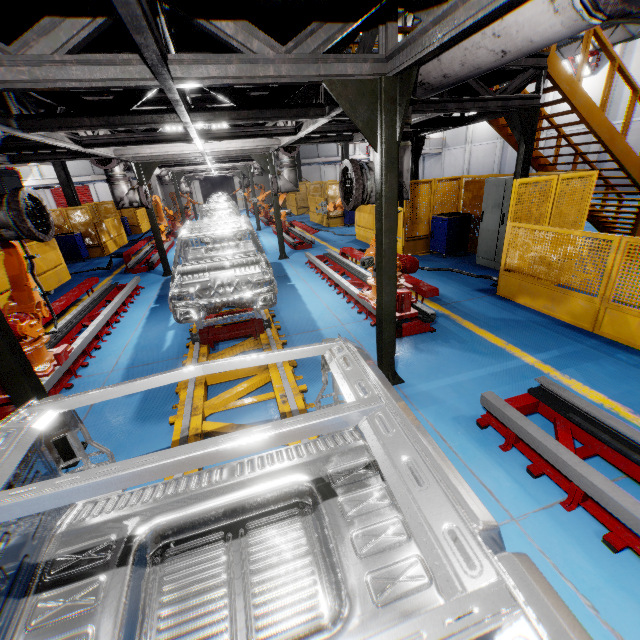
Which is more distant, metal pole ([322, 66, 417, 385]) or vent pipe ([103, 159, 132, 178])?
vent pipe ([103, 159, 132, 178])

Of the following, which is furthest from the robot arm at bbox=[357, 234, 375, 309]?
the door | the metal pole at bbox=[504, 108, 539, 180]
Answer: the door

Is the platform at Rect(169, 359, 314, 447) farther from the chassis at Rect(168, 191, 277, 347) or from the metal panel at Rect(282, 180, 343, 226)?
the metal panel at Rect(282, 180, 343, 226)

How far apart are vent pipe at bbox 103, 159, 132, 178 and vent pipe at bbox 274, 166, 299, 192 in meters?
3.6

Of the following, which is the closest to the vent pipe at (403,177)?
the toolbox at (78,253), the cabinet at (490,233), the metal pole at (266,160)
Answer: the cabinet at (490,233)

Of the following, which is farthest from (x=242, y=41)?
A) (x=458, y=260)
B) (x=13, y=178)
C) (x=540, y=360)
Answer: (x=13, y=178)

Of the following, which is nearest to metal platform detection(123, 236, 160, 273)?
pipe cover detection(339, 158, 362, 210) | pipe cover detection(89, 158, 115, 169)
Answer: pipe cover detection(89, 158, 115, 169)

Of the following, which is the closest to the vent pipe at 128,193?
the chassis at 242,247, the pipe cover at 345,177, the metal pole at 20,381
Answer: the chassis at 242,247
